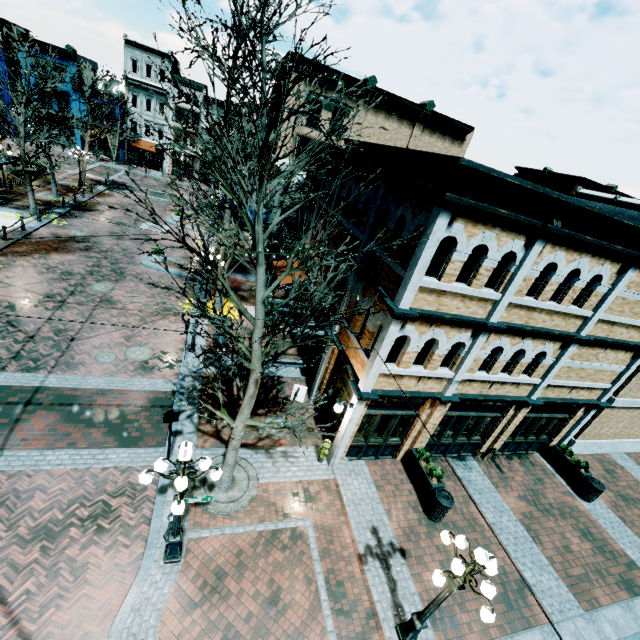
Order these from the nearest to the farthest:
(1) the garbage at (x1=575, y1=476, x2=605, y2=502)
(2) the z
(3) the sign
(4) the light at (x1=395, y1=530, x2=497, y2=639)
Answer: (4) the light at (x1=395, y1=530, x2=497, y2=639)
(2) the z
(3) the sign
(1) the garbage at (x1=575, y1=476, x2=605, y2=502)

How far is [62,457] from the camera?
8.9m

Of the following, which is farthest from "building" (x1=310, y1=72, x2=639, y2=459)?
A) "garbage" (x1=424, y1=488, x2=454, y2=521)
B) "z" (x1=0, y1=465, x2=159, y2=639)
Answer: "garbage" (x1=424, y1=488, x2=454, y2=521)

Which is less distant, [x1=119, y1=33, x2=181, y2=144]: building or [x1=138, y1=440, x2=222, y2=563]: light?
[x1=138, y1=440, x2=222, y2=563]: light

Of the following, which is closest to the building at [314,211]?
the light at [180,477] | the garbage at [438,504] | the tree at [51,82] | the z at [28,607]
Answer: the z at [28,607]

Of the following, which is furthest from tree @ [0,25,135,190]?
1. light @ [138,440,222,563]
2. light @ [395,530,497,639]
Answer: light @ [395,530,497,639]

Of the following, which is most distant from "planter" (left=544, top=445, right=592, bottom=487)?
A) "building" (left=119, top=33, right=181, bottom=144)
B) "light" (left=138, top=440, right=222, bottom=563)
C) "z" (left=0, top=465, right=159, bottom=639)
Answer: "building" (left=119, top=33, right=181, bottom=144)

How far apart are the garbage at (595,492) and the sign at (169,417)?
15.35m
